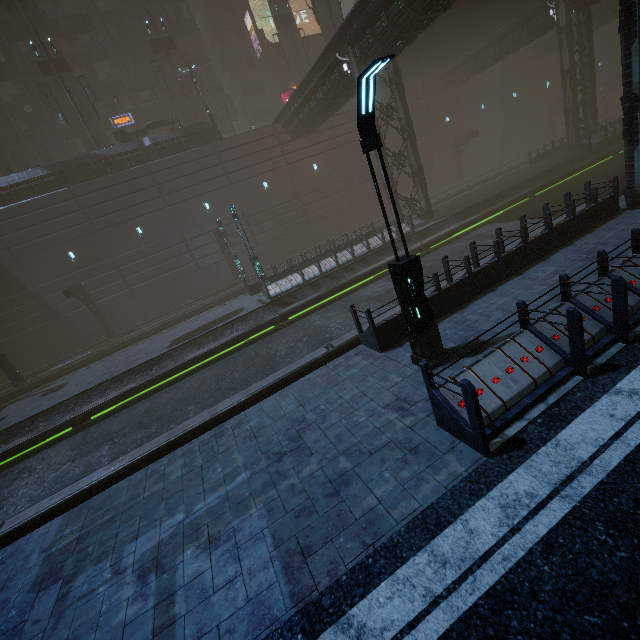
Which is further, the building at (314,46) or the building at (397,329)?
the building at (314,46)

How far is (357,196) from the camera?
35.06m

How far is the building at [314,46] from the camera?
39.9 meters

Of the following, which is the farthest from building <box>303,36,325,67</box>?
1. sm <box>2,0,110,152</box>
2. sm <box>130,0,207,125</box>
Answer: sm <box>2,0,110,152</box>

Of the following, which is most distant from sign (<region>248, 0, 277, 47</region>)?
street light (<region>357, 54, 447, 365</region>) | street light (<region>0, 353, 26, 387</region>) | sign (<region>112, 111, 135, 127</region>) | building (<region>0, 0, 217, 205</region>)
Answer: street light (<region>357, 54, 447, 365</region>)

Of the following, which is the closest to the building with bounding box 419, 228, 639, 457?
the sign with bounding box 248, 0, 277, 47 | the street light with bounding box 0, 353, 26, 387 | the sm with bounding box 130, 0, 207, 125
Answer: the sign with bounding box 248, 0, 277, 47

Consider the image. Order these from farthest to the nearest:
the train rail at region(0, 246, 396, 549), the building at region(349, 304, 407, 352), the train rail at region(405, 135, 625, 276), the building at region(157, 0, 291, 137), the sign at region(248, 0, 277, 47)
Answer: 1. the sign at region(248, 0, 277, 47)
2. the building at region(157, 0, 291, 137)
3. the train rail at region(405, 135, 625, 276)
4. the train rail at region(0, 246, 396, 549)
5. the building at region(349, 304, 407, 352)

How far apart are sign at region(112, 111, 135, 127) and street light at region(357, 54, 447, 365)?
40.4m
